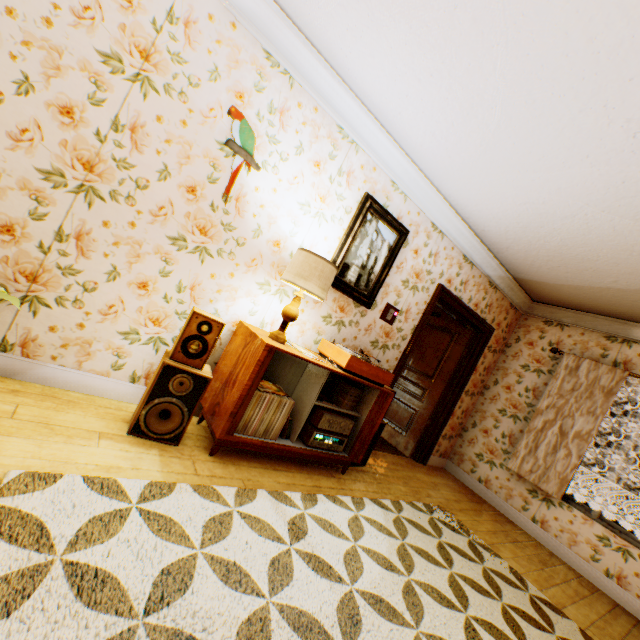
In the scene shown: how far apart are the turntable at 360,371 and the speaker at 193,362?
1.1m

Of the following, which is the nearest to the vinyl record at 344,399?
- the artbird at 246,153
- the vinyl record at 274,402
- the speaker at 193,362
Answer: the vinyl record at 274,402

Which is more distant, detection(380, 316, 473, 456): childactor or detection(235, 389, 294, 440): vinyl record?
detection(380, 316, 473, 456): childactor

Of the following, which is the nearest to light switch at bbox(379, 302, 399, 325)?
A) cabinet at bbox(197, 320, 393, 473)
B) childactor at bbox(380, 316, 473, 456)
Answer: cabinet at bbox(197, 320, 393, 473)

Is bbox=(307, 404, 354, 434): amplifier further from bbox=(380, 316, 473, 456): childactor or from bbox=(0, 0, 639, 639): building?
bbox=(380, 316, 473, 456): childactor

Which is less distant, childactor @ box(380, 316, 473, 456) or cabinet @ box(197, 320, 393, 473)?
cabinet @ box(197, 320, 393, 473)

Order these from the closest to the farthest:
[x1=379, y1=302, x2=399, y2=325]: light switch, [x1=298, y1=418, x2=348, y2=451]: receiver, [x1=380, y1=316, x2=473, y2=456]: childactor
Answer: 1. [x1=298, y1=418, x2=348, y2=451]: receiver
2. [x1=379, y1=302, x2=399, y2=325]: light switch
3. [x1=380, y1=316, x2=473, y2=456]: childactor

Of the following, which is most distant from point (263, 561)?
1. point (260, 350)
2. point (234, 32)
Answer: point (234, 32)
